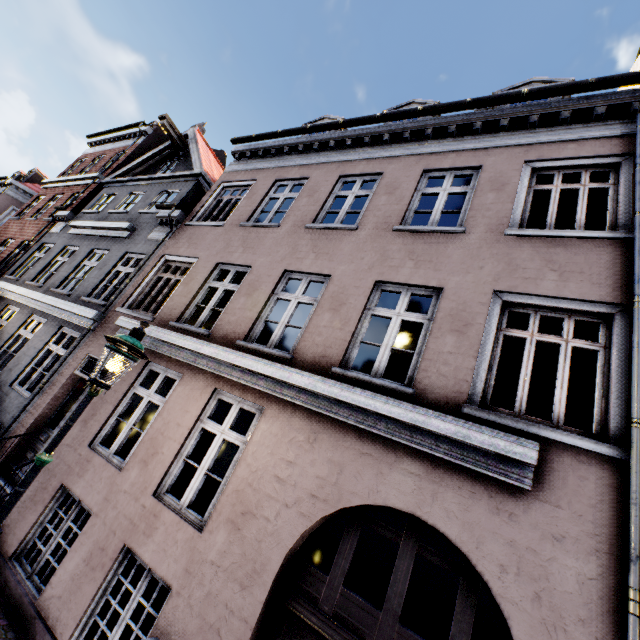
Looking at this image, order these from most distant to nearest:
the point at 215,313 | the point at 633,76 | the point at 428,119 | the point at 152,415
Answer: the point at 215,313 → the point at 152,415 → the point at 428,119 → the point at 633,76
